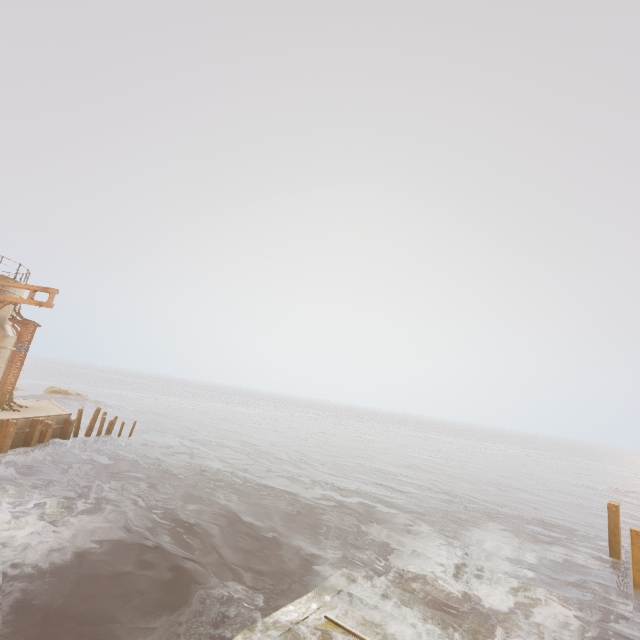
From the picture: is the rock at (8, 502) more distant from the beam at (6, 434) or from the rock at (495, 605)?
the rock at (495, 605)

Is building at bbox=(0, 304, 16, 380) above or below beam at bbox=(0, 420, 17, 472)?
above

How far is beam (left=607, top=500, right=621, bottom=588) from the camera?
13.3m

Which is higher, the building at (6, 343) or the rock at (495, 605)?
the building at (6, 343)

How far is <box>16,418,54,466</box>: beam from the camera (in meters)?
16.59

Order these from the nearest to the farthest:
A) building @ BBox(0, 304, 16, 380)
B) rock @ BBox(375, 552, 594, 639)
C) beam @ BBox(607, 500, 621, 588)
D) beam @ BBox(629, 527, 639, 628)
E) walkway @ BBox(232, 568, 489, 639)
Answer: walkway @ BBox(232, 568, 489, 639) < rock @ BBox(375, 552, 594, 639) < beam @ BBox(629, 527, 639, 628) < beam @ BBox(607, 500, 621, 588) < building @ BBox(0, 304, 16, 380)

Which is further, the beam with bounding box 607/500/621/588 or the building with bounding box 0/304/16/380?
the building with bounding box 0/304/16/380

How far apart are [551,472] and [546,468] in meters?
5.3
